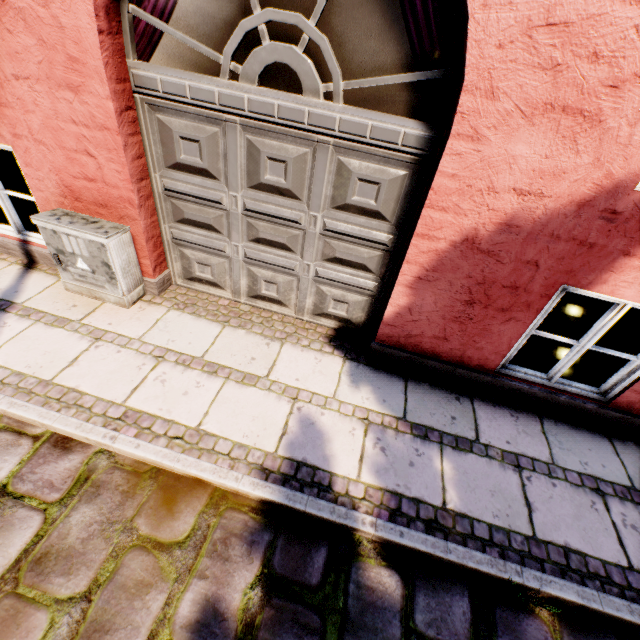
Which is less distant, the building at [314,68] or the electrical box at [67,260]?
the building at [314,68]

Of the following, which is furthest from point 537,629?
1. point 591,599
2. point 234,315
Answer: point 234,315

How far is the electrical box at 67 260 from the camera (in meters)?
2.95

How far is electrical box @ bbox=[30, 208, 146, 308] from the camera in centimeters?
295cm

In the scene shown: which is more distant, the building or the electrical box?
the electrical box
